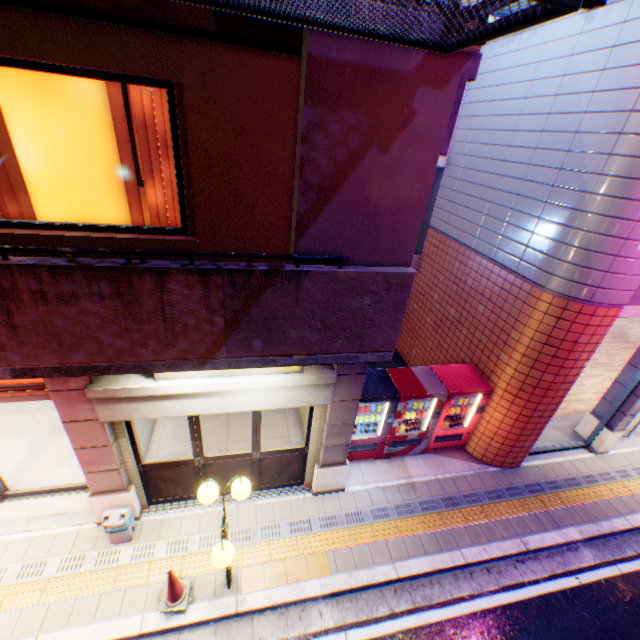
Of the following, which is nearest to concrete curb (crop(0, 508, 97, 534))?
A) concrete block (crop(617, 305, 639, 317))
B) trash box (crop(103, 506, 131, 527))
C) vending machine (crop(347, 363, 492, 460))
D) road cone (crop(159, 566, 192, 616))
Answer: trash box (crop(103, 506, 131, 527))

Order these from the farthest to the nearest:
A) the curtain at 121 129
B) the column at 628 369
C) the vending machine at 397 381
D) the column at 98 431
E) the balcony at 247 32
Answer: the column at 628 369, the vending machine at 397 381, the column at 98 431, the curtain at 121 129, the balcony at 247 32

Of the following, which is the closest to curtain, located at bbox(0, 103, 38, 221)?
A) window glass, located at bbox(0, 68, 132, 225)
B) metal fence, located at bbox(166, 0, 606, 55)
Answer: window glass, located at bbox(0, 68, 132, 225)

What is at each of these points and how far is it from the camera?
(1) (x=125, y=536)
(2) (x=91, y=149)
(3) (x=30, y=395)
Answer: (1) trash box, 5.6 meters
(2) window glass, 3.9 meters
(3) door, 5.1 meters

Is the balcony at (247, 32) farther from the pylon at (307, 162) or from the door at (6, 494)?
the door at (6, 494)

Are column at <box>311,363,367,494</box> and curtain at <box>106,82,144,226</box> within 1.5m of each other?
no

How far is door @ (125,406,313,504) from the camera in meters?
5.6

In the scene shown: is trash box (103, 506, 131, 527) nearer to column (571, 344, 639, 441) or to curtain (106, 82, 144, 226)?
curtain (106, 82, 144, 226)
